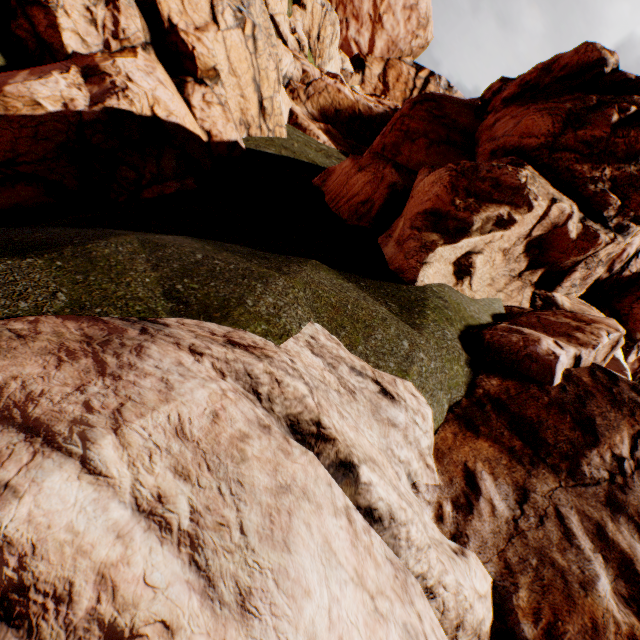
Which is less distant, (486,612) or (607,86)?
(486,612)
